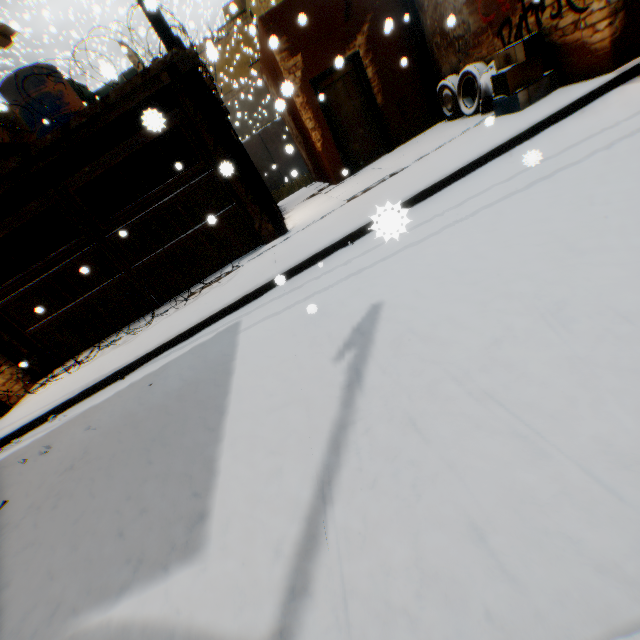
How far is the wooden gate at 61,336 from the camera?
7.58m

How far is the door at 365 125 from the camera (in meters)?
8.38

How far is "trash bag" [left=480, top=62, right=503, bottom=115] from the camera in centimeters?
627cm

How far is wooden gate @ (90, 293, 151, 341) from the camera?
7.5 meters

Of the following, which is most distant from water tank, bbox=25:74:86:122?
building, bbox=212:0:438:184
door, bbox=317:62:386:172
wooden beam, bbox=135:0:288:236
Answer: door, bbox=317:62:386:172

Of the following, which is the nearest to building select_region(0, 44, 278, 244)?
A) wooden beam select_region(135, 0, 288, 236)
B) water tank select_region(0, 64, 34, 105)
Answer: wooden beam select_region(135, 0, 288, 236)

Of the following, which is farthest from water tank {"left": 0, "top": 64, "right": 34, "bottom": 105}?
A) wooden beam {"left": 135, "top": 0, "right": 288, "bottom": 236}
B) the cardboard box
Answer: the cardboard box

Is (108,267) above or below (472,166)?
above
